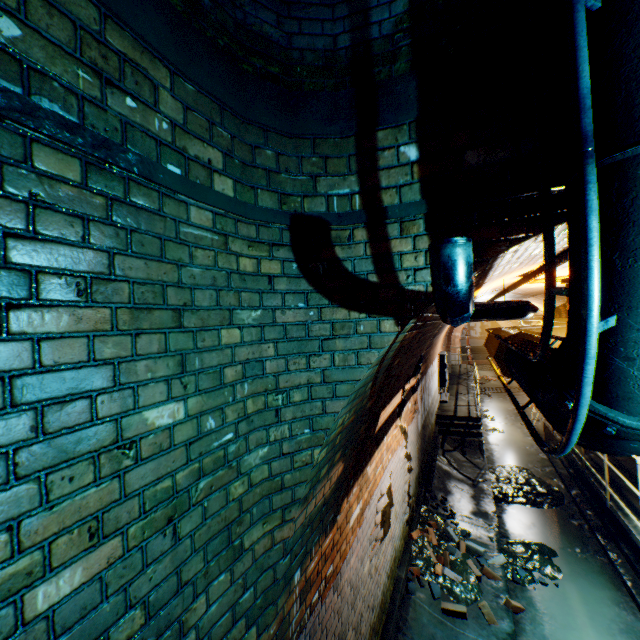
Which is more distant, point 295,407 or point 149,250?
point 295,407

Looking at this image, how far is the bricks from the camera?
4.3m

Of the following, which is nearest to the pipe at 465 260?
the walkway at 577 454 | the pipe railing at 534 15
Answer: the pipe railing at 534 15

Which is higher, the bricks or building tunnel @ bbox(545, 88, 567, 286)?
building tunnel @ bbox(545, 88, 567, 286)

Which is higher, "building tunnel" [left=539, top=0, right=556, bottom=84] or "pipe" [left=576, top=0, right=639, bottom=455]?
"building tunnel" [left=539, top=0, right=556, bottom=84]

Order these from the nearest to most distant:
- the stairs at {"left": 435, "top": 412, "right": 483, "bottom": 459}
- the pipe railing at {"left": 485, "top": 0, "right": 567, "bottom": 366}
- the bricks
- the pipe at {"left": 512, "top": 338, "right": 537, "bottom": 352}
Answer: the pipe railing at {"left": 485, "top": 0, "right": 567, "bottom": 366}
the pipe at {"left": 512, "top": 338, "right": 537, "bottom": 352}
the bricks
the stairs at {"left": 435, "top": 412, "right": 483, "bottom": 459}

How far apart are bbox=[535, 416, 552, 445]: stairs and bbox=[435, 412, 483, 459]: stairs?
1.7m

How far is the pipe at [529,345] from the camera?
2.8m
